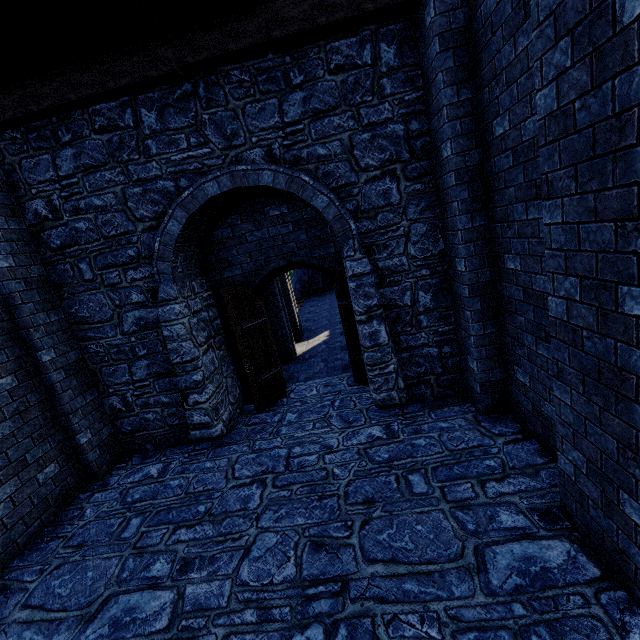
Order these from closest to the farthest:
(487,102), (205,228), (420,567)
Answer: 1. (420,567)
2. (487,102)
3. (205,228)
